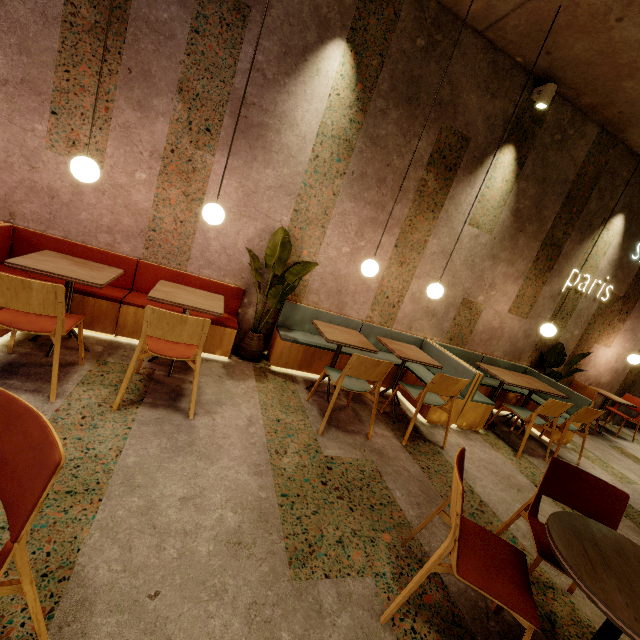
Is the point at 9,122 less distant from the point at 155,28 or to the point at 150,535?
the point at 155,28

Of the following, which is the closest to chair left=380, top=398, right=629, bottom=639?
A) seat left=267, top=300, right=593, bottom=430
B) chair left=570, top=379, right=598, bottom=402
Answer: seat left=267, top=300, right=593, bottom=430

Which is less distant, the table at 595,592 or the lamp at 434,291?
the table at 595,592

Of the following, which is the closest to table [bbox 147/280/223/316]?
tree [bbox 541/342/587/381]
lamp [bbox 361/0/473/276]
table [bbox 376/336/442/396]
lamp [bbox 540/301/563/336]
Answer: lamp [bbox 361/0/473/276]

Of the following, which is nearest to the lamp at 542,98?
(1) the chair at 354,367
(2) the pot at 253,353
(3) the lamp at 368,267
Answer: (3) the lamp at 368,267

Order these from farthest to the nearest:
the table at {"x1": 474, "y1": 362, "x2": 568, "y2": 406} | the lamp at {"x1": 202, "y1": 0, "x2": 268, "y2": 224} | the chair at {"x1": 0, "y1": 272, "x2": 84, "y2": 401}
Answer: the table at {"x1": 474, "y1": 362, "x2": 568, "y2": 406} < the lamp at {"x1": 202, "y1": 0, "x2": 268, "y2": 224} < the chair at {"x1": 0, "y1": 272, "x2": 84, "y2": 401}

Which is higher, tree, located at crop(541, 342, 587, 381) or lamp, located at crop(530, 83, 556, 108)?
lamp, located at crop(530, 83, 556, 108)

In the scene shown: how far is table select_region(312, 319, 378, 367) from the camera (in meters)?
3.41
